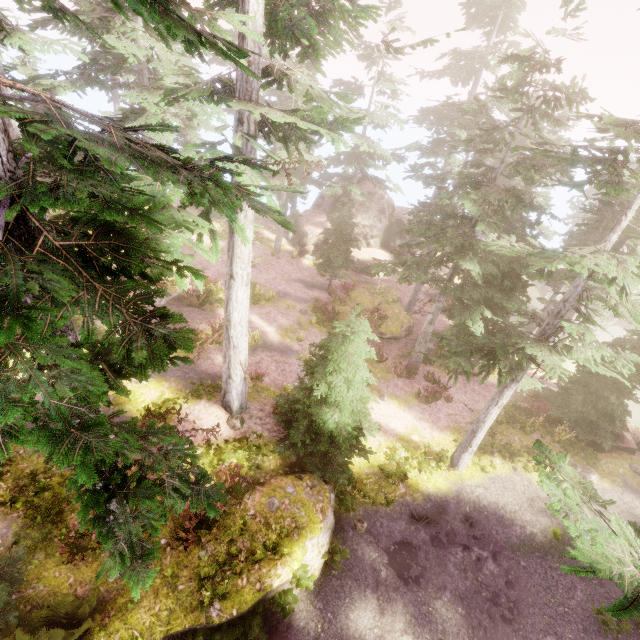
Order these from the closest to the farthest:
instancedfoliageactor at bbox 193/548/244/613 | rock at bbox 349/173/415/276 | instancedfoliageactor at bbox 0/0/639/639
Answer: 1. instancedfoliageactor at bbox 0/0/639/639
2. instancedfoliageactor at bbox 193/548/244/613
3. rock at bbox 349/173/415/276

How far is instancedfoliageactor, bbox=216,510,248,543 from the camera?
9.24m

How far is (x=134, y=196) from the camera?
5.7 meters

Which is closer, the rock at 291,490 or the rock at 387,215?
the rock at 291,490

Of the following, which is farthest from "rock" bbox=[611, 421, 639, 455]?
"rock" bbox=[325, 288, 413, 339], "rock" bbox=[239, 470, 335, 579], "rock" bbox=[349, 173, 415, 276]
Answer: "rock" bbox=[239, 470, 335, 579]

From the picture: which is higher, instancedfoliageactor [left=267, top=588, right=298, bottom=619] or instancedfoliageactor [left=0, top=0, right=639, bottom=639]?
instancedfoliageactor [left=0, top=0, right=639, bottom=639]

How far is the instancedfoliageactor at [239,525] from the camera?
9.2 meters

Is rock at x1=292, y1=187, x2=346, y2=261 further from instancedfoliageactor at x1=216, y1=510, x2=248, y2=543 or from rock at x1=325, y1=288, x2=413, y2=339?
rock at x1=325, y1=288, x2=413, y2=339
